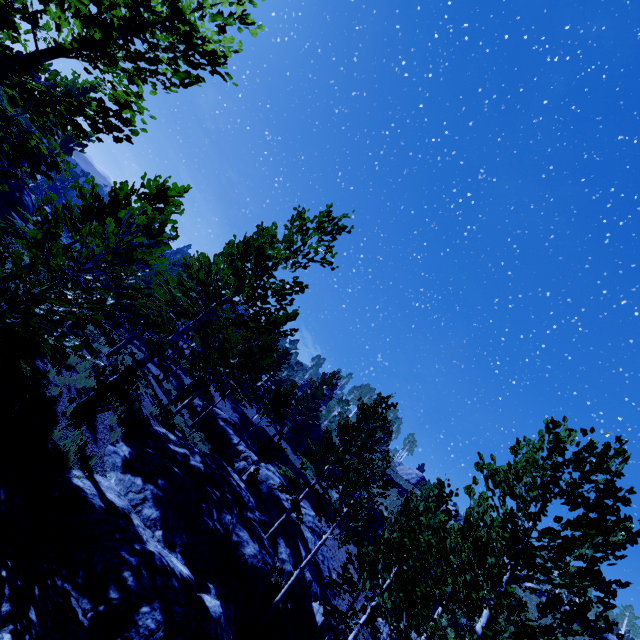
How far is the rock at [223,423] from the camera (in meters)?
28.99

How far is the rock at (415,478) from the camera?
56.25m

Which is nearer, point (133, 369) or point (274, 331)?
point (133, 369)

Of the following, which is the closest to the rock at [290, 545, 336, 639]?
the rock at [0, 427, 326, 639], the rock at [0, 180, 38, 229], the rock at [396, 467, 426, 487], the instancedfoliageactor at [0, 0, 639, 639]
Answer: the instancedfoliageactor at [0, 0, 639, 639]

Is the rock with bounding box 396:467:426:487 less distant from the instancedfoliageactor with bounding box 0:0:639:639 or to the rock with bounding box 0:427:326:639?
the instancedfoliageactor with bounding box 0:0:639:639

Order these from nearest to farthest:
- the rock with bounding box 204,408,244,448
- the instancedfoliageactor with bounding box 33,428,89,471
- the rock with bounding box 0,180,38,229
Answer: the instancedfoliageactor with bounding box 33,428,89,471, the rock with bounding box 0,180,38,229, the rock with bounding box 204,408,244,448

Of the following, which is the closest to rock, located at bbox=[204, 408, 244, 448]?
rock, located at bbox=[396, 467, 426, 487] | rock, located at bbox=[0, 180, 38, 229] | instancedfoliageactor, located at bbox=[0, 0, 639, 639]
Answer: instancedfoliageactor, located at bbox=[0, 0, 639, 639]

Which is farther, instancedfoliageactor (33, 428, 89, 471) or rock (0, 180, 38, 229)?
rock (0, 180, 38, 229)
